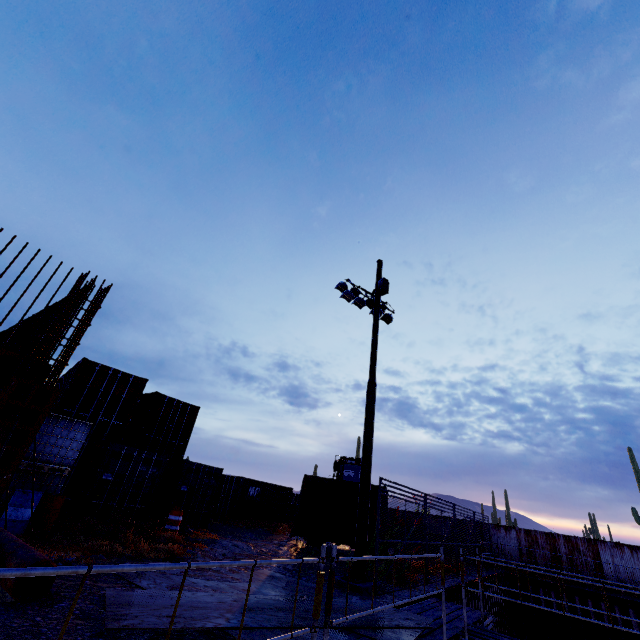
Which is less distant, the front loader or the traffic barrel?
the traffic barrel

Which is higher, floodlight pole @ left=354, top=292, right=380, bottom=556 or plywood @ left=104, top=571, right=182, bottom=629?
floodlight pole @ left=354, top=292, right=380, bottom=556

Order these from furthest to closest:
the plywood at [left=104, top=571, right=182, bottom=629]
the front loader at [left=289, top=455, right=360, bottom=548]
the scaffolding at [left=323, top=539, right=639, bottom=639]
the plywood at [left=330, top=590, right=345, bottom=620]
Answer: the front loader at [left=289, top=455, right=360, bottom=548] < the plywood at [left=330, top=590, right=345, bottom=620] < the plywood at [left=104, top=571, right=182, bottom=629] < the scaffolding at [left=323, top=539, right=639, bottom=639]

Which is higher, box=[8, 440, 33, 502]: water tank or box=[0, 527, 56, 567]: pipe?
box=[8, 440, 33, 502]: water tank

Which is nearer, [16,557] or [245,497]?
[16,557]

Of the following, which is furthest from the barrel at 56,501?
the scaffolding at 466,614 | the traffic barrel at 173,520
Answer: the scaffolding at 466,614

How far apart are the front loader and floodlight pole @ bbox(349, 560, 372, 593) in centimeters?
378cm

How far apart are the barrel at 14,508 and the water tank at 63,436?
0.9m
